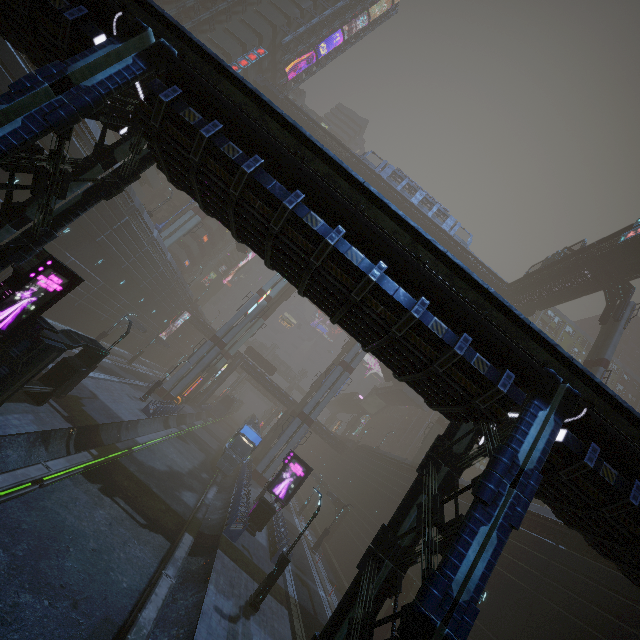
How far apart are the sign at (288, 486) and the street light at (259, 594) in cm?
792

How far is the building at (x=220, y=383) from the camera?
57.1 meters

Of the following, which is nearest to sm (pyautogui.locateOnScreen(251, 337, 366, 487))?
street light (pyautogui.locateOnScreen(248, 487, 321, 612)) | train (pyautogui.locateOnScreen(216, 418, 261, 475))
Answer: train (pyautogui.locateOnScreen(216, 418, 261, 475))

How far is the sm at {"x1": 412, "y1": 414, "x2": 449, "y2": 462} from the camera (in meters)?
43.91

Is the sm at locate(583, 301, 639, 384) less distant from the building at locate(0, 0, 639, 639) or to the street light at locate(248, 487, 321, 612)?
the building at locate(0, 0, 639, 639)

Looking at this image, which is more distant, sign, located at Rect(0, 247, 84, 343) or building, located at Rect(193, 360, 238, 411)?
building, located at Rect(193, 360, 238, 411)

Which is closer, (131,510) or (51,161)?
(51,161)

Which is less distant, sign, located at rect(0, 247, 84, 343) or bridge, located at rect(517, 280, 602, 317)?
sign, located at rect(0, 247, 84, 343)
